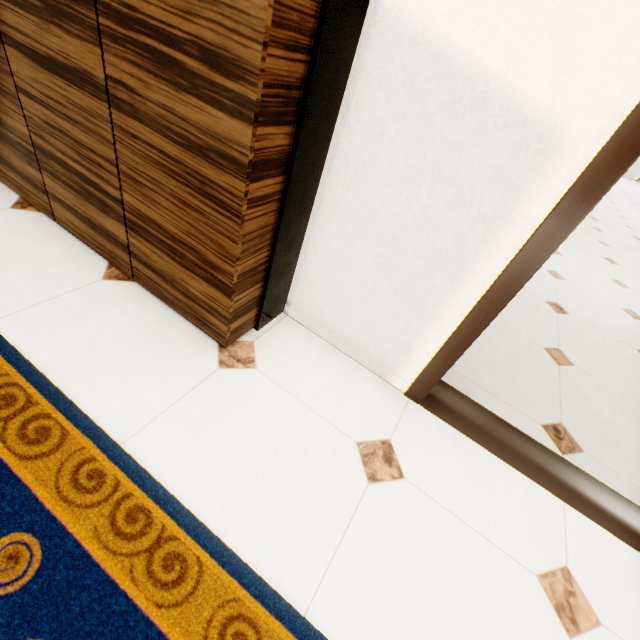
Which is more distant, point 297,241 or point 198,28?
point 297,241
